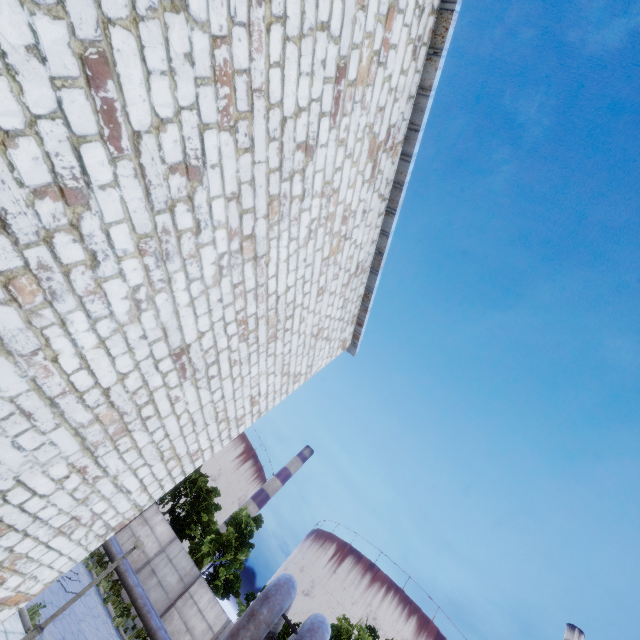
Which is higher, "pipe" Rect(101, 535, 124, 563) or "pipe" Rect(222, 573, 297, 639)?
"pipe" Rect(222, 573, 297, 639)

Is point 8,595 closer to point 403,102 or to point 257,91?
point 257,91

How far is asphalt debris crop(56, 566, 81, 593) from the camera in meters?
12.4

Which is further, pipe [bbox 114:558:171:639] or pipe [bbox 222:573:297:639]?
pipe [bbox 114:558:171:639]

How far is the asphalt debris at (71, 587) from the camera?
12.40m

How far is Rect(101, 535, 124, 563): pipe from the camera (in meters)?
17.52

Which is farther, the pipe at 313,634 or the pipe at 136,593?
the pipe at 136,593

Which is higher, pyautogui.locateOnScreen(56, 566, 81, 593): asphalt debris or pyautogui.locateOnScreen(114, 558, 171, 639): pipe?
pyautogui.locateOnScreen(114, 558, 171, 639): pipe
